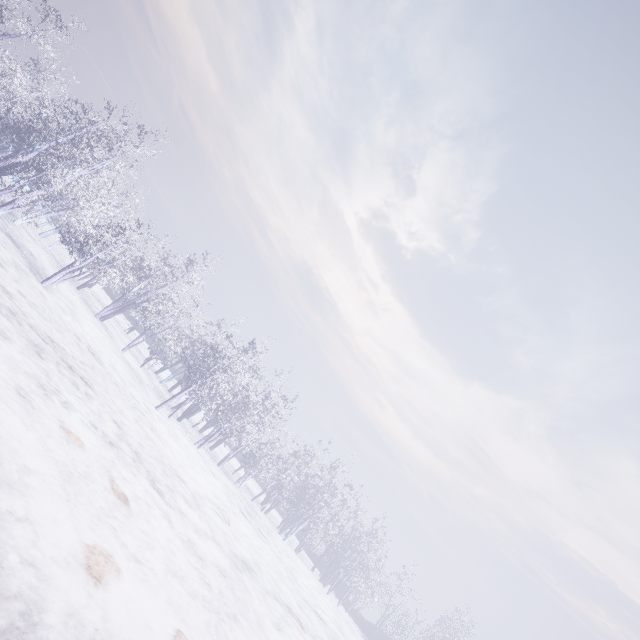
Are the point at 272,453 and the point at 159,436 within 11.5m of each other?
yes
